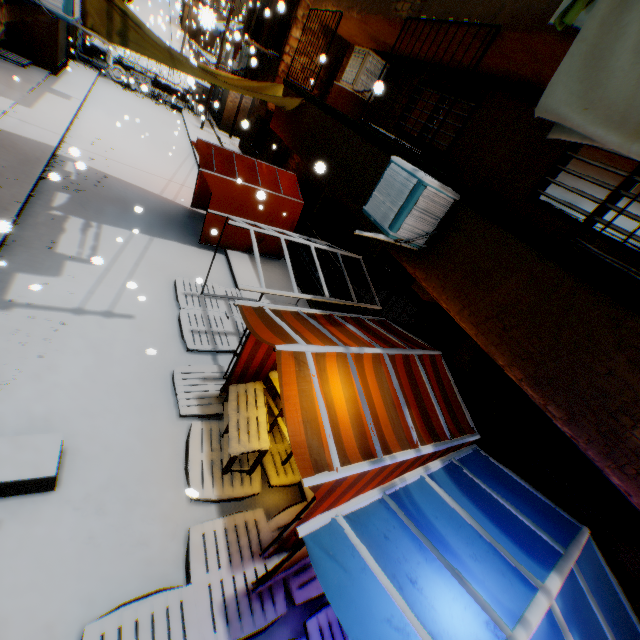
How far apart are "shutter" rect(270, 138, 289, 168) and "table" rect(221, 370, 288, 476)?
11.6m

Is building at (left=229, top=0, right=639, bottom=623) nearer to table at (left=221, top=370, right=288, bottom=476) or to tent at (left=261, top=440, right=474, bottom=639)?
tent at (left=261, top=440, right=474, bottom=639)

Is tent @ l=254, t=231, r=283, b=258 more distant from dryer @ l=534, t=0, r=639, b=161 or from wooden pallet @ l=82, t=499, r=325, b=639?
dryer @ l=534, t=0, r=639, b=161

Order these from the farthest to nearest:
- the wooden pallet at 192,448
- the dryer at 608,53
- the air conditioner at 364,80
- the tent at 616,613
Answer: the air conditioner at 364,80 < the wooden pallet at 192,448 < the tent at 616,613 < the dryer at 608,53

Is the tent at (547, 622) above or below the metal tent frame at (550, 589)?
below

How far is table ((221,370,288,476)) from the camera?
4.6m

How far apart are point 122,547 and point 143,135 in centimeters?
1731cm

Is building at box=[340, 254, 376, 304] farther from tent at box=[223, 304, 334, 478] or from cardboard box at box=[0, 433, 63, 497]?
cardboard box at box=[0, 433, 63, 497]
